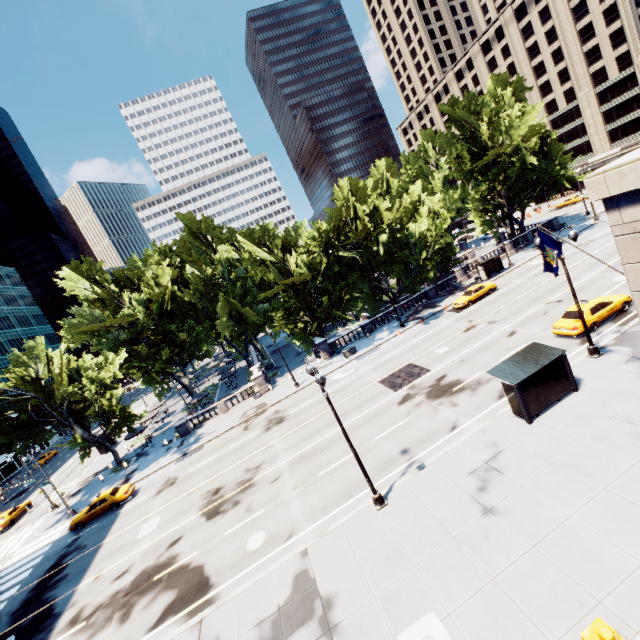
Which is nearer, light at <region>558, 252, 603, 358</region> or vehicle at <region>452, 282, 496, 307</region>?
light at <region>558, 252, 603, 358</region>

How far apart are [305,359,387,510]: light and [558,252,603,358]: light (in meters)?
13.82

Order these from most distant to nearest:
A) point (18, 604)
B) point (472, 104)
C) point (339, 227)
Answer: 1. point (472, 104)
2. point (339, 227)
3. point (18, 604)

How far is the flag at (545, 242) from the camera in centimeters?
1368cm

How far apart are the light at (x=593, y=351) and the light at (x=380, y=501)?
13.8 meters

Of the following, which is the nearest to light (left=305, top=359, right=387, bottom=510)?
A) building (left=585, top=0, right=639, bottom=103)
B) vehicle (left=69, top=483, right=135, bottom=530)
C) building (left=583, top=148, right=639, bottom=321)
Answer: building (left=583, top=148, right=639, bottom=321)

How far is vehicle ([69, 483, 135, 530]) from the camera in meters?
27.2 m

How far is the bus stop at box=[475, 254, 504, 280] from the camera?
40.96m
